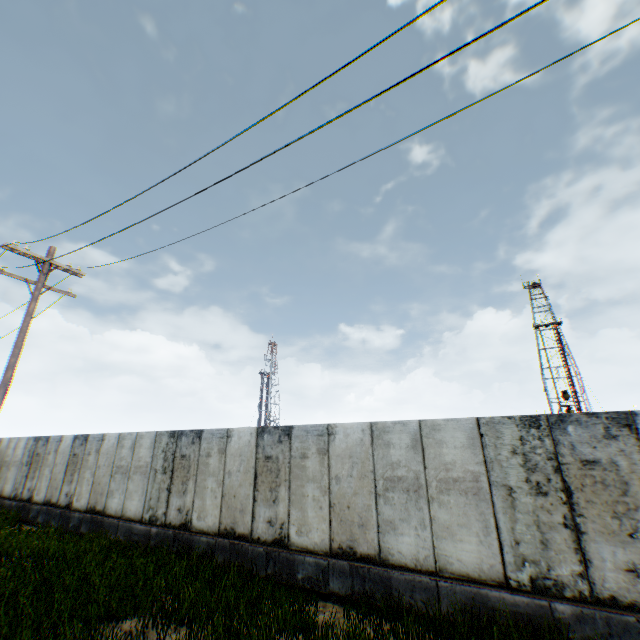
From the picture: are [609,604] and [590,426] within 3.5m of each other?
yes
